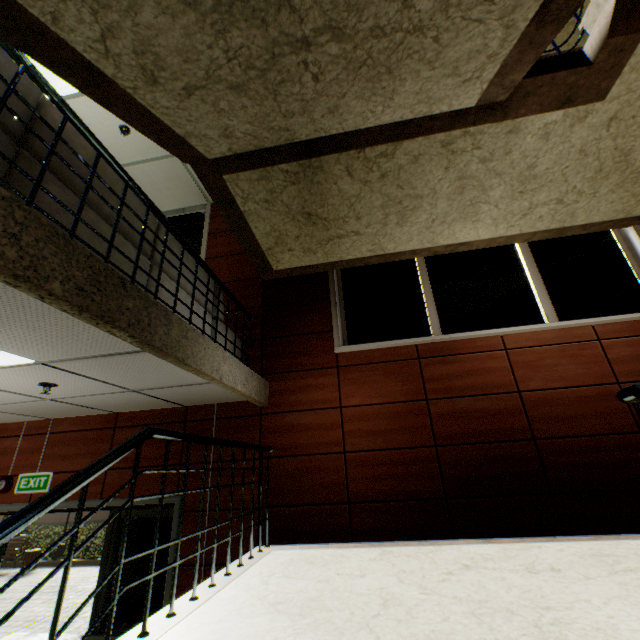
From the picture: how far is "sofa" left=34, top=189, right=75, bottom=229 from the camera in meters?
1.7

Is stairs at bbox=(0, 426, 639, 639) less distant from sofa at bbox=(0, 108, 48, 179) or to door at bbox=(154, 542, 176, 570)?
sofa at bbox=(0, 108, 48, 179)

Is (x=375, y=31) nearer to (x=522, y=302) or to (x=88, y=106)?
(x=522, y=302)

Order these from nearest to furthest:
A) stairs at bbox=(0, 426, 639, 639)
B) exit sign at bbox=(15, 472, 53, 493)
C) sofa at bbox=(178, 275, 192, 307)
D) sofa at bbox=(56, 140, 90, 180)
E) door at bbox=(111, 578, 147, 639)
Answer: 1. stairs at bbox=(0, 426, 639, 639)
2. sofa at bbox=(56, 140, 90, 180)
3. sofa at bbox=(178, 275, 192, 307)
4. door at bbox=(111, 578, 147, 639)
5. exit sign at bbox=(15, 472, 53, 493)

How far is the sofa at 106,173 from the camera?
2.22m

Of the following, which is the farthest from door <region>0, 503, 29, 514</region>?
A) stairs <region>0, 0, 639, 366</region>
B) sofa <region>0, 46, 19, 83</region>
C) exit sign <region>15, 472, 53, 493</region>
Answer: sofa <region>0, 46, 19, 83</region>

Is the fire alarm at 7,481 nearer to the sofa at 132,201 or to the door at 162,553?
the door at 162,553
